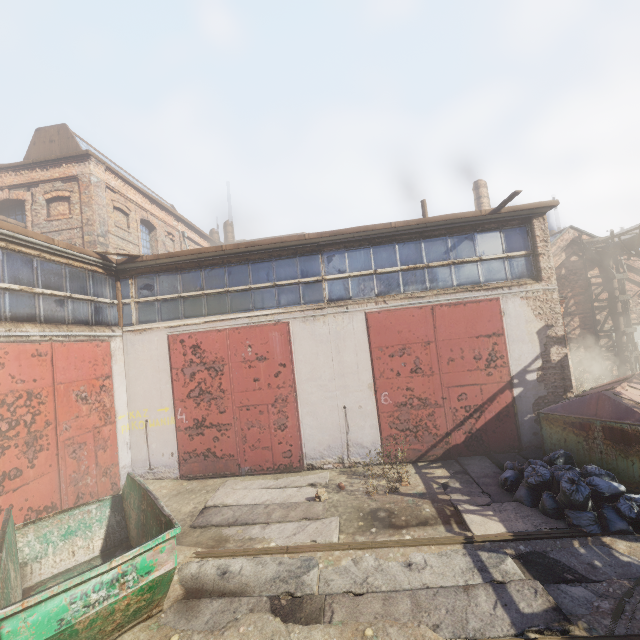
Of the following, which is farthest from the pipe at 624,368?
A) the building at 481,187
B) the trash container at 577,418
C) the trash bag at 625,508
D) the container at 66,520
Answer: the container at 66,520

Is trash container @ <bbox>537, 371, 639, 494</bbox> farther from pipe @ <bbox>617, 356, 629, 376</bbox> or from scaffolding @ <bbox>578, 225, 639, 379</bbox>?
pipe @ <bbox>617, 356, 629, 376</bbox>

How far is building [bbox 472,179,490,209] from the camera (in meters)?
21.28

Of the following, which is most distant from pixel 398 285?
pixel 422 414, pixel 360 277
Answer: pixel 422 414

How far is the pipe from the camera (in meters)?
13.42

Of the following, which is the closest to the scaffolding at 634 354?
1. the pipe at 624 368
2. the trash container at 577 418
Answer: the pipe at 624 368

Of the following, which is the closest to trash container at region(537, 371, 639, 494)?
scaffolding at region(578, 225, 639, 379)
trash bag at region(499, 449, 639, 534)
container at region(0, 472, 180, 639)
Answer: trash bag at region(499, 449, 639, 534)

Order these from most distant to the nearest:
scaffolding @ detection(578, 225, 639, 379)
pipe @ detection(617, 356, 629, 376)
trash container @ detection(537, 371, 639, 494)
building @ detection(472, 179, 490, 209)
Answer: building @ detection(472, 179, 490, 209), pipe @ detection(617, 356, 629, 376), scaffolding @ detection(578, 225, 639, 379), trash container @ detection(537, 371, 639, 494)
